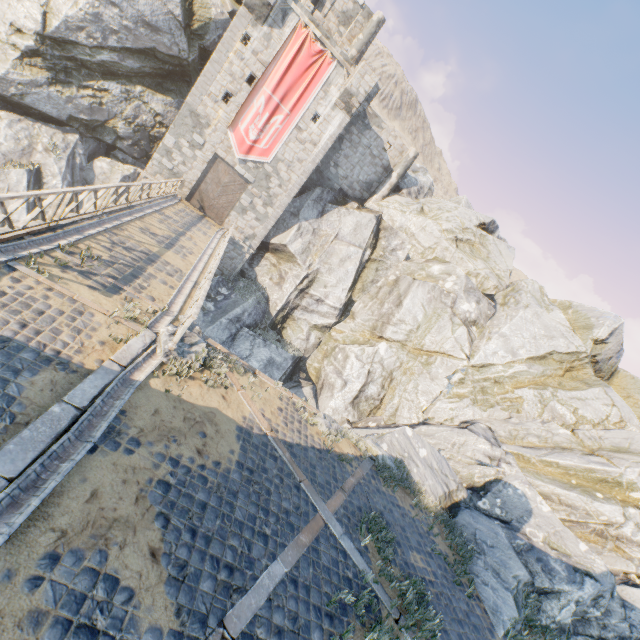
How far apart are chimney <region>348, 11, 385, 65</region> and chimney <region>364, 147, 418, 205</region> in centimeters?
734cm

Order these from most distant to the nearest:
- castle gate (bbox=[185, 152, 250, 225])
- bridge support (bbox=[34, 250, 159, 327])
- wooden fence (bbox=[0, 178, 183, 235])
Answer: castle gate (bbox=[185, 152, 250, 225]), bridge support (bbox=[34, 250, 159, 327]), wooden fence (bbox=[0, 178, 183, 235])

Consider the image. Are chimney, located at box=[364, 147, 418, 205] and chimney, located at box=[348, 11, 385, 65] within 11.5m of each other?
yes

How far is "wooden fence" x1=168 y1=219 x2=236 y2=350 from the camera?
7.82m

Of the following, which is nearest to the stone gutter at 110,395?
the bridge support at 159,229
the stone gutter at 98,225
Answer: the bridge support at 159,229

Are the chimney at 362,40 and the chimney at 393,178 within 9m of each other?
yes

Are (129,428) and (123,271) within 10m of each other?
yes

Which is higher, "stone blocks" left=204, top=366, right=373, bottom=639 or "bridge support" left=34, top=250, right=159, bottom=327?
"bridge support" left=34, top=250, right=159, bottom=327
